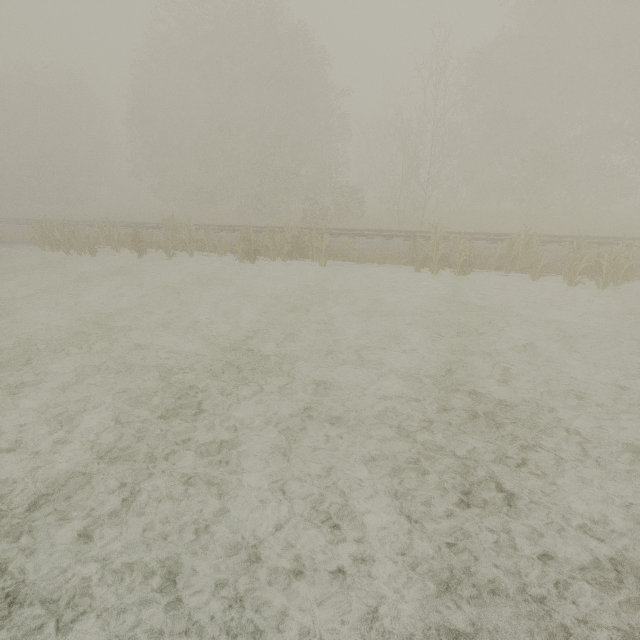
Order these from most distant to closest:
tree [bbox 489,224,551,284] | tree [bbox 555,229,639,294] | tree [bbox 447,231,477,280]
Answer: tree [bbox 447,231,477,280] → tree [bbox 489,224,551,284] → tree [bbox 555,229,639,294]

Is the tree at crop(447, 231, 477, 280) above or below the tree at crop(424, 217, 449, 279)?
below

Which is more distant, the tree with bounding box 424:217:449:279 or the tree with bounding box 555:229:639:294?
the tree with bounding box 424:217:449:279

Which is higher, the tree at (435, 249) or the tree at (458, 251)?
the tree at (435, 249)

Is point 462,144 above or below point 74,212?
above

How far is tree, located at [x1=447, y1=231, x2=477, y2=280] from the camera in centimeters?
1285cm

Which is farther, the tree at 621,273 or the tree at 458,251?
the tree at 458,251
